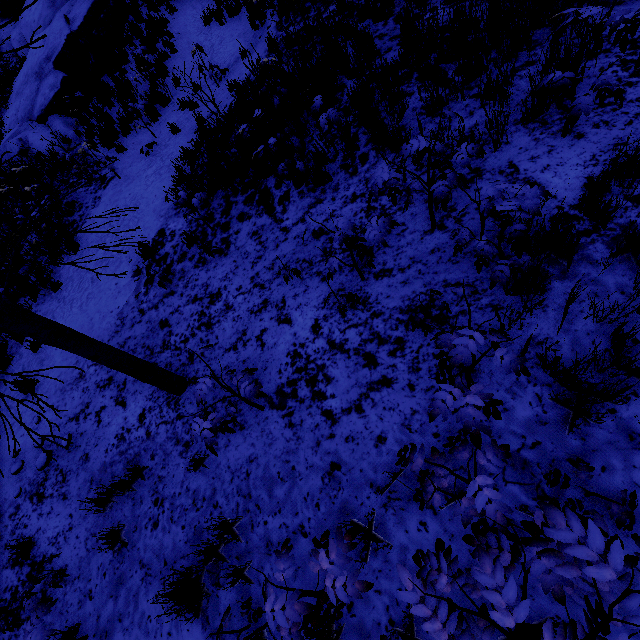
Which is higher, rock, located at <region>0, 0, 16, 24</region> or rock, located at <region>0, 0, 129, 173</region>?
rock, located at <region>0, 0, 16, 24</region>

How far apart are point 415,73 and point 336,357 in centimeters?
437cm

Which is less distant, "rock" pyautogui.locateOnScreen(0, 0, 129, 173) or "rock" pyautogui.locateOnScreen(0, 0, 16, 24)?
"rock" pyautogui.locateOnScreen(0, 0, 129, 173)

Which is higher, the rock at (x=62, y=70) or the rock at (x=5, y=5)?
the rock at (x=5, y=5)

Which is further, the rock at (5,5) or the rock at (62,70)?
the rock at (5,5)
